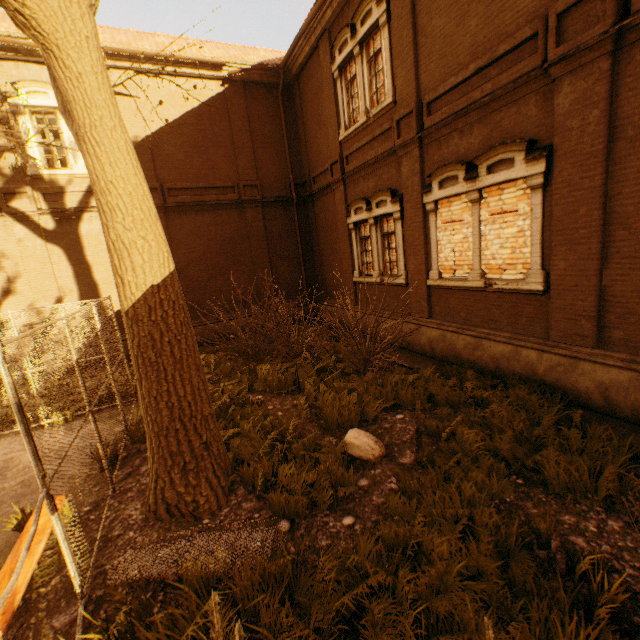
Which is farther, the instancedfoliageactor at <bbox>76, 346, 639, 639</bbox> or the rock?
the rock

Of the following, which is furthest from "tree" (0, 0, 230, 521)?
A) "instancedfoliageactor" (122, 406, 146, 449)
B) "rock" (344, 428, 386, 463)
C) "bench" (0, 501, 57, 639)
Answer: "rock" (344, 428, 386, 463)

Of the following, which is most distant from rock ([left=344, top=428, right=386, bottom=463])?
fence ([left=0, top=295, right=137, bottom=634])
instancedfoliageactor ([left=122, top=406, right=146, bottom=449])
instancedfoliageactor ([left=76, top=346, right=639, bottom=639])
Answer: fence ([left=0, top=295, right=137, bottom=634])

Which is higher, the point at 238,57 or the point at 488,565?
the point at 238,57

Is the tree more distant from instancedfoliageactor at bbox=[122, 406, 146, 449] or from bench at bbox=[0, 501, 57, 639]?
bench at bbox=[0, 501, 57, 639]

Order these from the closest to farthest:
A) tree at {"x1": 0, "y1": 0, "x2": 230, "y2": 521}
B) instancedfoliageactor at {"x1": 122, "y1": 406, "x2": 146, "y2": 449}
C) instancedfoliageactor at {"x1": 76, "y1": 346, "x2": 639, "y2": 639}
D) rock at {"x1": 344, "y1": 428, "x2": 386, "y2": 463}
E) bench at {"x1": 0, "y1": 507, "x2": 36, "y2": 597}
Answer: instancedfoliageactor at {"x1": 76, "y1": 346, "x2": 639, "y2": 639} → bench at {"x1": 0, "y1": 507, "x2": 36, "y2": 597} → tree at {"x1": 0, "y1": 0, "x2": 230, "y2": 521} → rock at {"x1": 344, "y1": 428, "x2": 386, "y2": 463} → instancedfoliageactor at {"x1": 122, "y1": 406, "x2": 146, "y2": 449}

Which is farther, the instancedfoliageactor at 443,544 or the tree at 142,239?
the tree at 142,239

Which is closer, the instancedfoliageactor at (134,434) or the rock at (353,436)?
the rock at (353,436)
